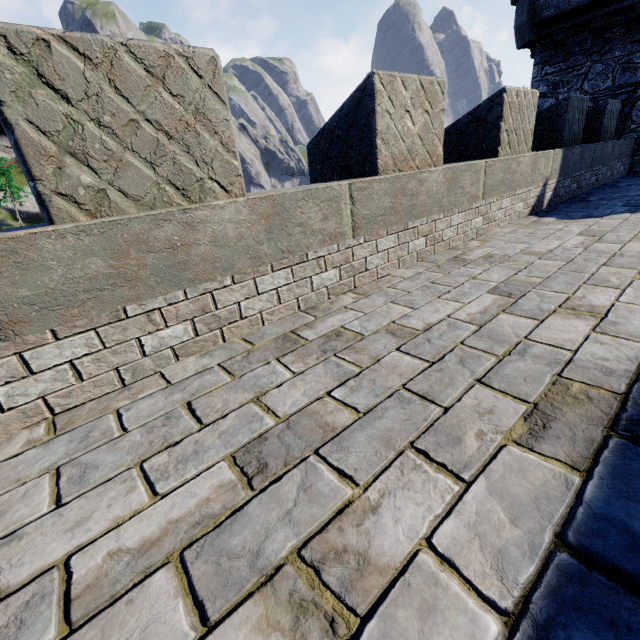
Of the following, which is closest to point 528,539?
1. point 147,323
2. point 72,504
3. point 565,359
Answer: point 565,359
